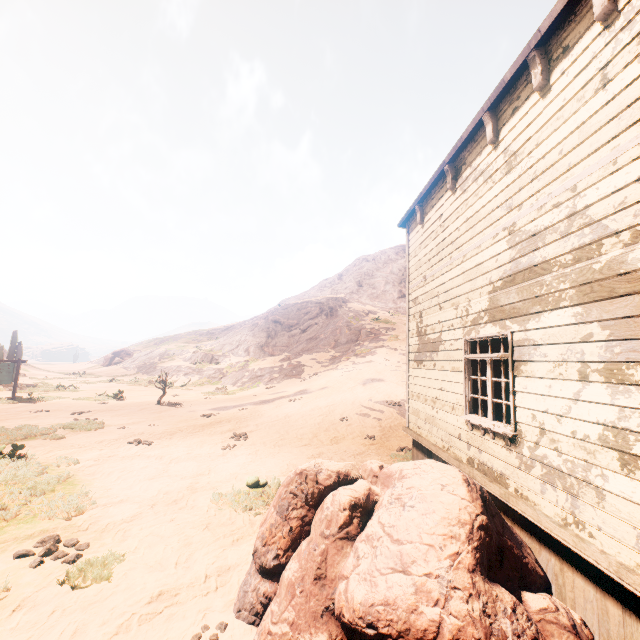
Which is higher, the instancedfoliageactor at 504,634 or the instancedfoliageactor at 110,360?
the instancedfoliageactor at 110,360

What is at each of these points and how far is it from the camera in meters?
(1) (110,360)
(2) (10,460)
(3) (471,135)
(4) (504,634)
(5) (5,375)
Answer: (1) instancedfoliageactor, 46.2
(2) z, 7.6
(3) building, 6.0
(4) instancedfoliageactor, 2.2
(5) sign, 17.0

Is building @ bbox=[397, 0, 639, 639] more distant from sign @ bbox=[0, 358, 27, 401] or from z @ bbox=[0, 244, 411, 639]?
sign @ bbox=[0, 358, 27, 401]

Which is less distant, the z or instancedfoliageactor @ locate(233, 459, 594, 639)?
instancedfoliageactor @ locate(233, 459, 594, 639)

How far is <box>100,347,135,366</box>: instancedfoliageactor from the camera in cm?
4595

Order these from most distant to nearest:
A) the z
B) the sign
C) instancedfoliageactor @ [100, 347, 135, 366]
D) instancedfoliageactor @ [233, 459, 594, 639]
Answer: instancedfoliageactor @ [100, 347, 135, 366]
the sign
the z
instancedfoliageactor @ [233, 459, 594, 639]

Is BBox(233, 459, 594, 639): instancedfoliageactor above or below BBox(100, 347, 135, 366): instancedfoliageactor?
below

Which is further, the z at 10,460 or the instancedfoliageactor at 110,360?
the instancedfoliageactor at 110,360
